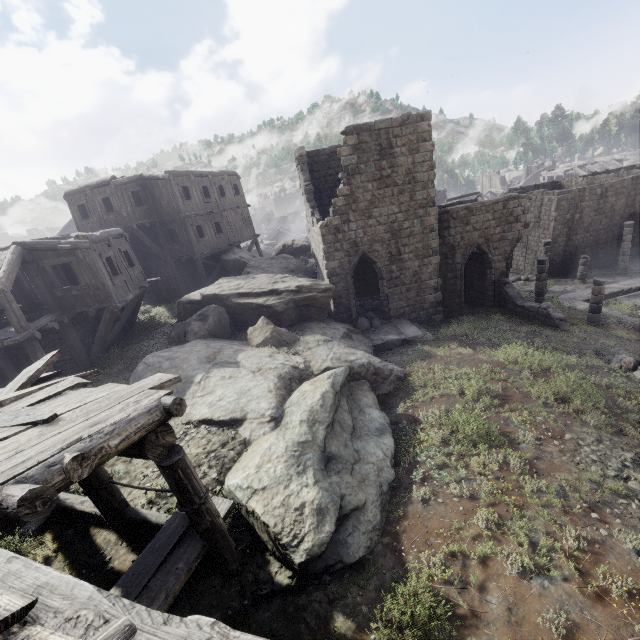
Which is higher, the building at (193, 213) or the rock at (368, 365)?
the building at (193, 213)

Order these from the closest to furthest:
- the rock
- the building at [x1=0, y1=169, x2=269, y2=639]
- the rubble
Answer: the building at [x1=0, y1=169, x2=269, y2=639] → the rock → the rubble

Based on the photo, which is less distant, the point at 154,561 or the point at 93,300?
the point at 154,561

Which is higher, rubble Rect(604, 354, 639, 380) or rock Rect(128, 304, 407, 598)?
rock Rect(128, 304, 407, 598)

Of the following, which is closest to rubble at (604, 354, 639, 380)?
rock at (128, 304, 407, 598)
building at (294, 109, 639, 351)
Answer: building at (294, 109, 639, 351)

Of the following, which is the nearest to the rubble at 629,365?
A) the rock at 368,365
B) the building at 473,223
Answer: the building at 473,223

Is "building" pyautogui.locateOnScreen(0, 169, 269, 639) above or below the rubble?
above
